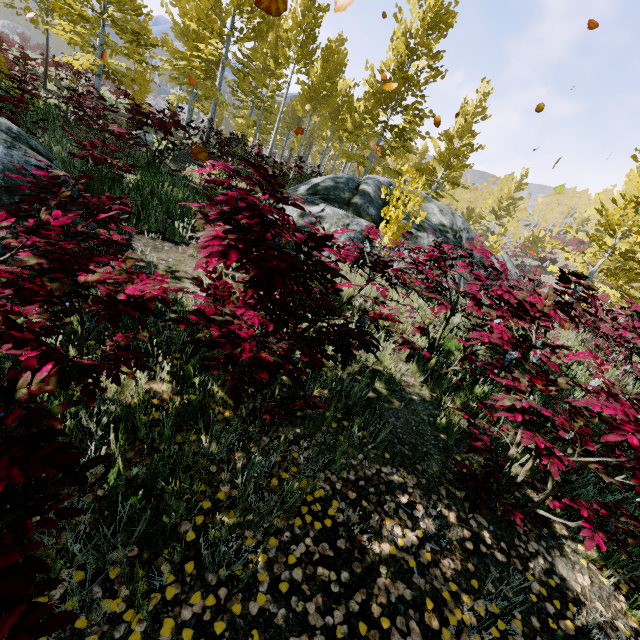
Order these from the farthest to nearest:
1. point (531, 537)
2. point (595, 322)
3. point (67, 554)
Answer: point (595, 322) < point (531, 537) < point (67, 554)

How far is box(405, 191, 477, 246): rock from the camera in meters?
8.9 m

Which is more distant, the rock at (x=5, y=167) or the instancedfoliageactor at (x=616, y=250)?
the rock at (x=5, y=167)

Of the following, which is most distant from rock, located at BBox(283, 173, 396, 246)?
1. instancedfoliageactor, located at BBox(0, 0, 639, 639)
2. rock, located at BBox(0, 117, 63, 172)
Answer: rock, located at BBox(0, 117, 63, 172)

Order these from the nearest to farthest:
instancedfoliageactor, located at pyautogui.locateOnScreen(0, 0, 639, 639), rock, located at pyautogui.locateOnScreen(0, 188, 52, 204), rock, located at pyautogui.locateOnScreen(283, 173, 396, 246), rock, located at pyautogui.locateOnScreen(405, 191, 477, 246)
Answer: instancedfoliageactor, located at pyautogui.locateOnScreen(0, 0, 639, 639)
rock, located at pyautogui.locateOnScreen(0, 188, 52, 204)
rock, located at pyautogui.locateOnScreen(283, 173, 396, 246)
rock, located at pyautogui.locateOnScreen(405, 191, 477, 246)

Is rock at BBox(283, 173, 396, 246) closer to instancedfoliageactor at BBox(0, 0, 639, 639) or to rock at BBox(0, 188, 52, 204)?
instancedfoliageactor at BBox(0, 0, 639, 639)

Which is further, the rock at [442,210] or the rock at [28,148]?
the rock at [442,210]
